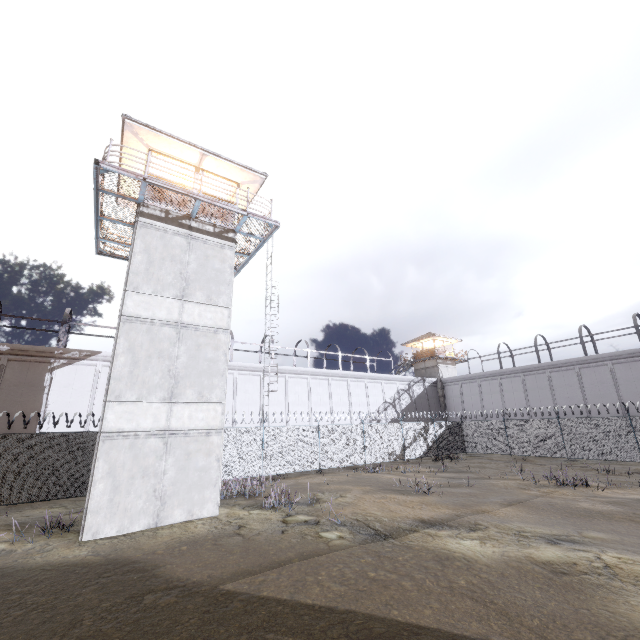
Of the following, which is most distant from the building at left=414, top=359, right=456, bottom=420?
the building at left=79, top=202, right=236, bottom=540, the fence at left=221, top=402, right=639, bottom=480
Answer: the building at left=79, top=202, right=236, bottom=540

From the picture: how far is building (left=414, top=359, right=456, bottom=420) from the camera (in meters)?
41.72

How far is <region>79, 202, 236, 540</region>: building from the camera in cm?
1030

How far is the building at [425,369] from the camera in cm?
4172

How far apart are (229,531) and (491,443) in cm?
2510

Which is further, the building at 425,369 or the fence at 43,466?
the building at 425,369

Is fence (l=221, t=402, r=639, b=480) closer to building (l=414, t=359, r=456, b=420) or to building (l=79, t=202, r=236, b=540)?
building (l=79, t=202, r=236, b=540)

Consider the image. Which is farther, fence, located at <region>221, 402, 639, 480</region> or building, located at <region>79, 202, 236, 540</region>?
fence, located at <region>221, 402, 639, 480</region>
